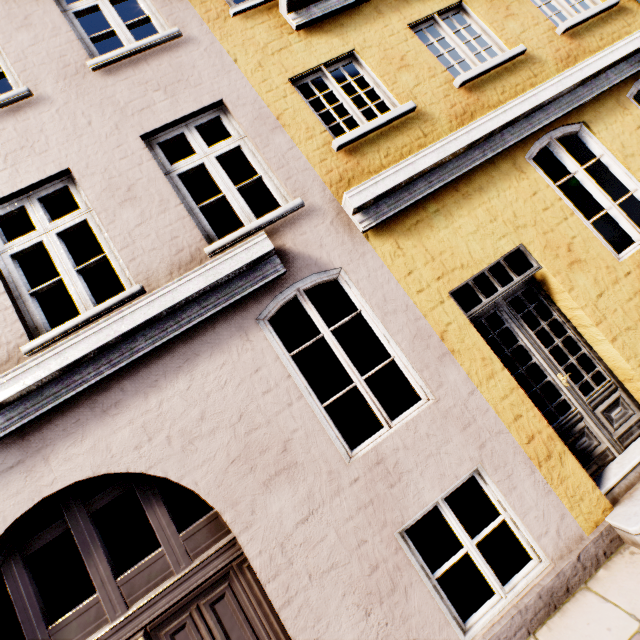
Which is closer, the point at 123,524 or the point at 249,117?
the point at 249,117
